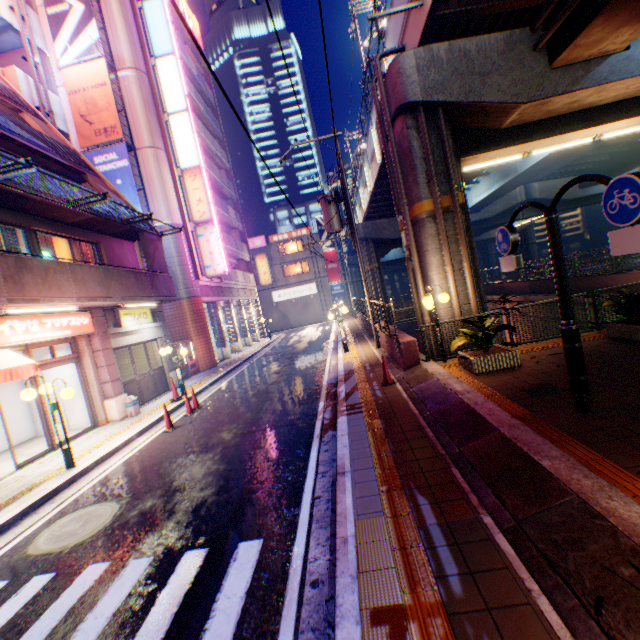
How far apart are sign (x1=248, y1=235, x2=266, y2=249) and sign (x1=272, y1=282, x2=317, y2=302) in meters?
6.0 m

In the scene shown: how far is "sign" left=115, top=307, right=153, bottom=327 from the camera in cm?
1262

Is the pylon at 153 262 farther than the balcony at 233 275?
No

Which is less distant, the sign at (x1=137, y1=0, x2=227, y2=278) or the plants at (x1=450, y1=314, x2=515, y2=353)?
the plants at (x1=450, y1=314, x2=515, y2=353)

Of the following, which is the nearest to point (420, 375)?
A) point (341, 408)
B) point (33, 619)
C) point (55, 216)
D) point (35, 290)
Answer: point (341, 408)

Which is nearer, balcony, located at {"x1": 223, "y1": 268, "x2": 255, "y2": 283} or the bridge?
balcony, located at {"x1": 223, "y1": 268, "x2": 255, "y2": 283}

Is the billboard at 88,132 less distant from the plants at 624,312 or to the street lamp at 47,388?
the street lamp at 47,388

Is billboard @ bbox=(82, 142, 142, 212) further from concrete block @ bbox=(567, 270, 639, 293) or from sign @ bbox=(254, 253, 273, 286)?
concrete block @ bbox=(567, 270, 639, 293)
